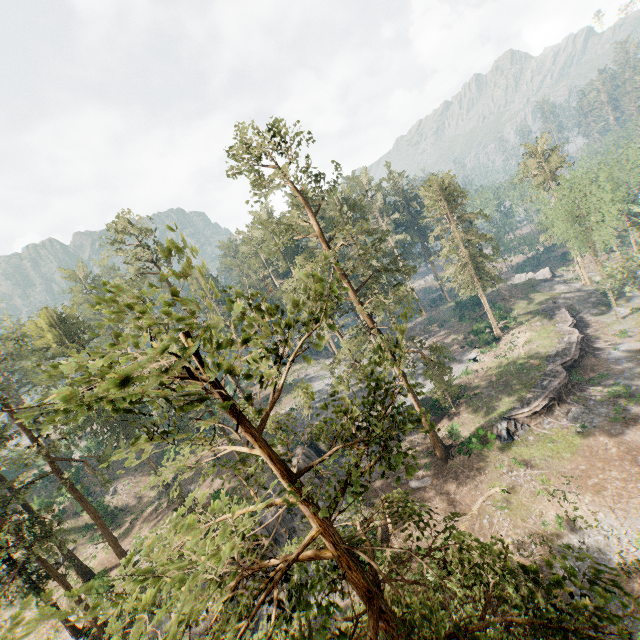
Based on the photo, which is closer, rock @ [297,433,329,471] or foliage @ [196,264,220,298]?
foliage @ [196,264,220,298]

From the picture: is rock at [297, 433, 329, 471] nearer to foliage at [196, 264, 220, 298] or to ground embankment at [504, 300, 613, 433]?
foliage at [196, 264, 220, 298]

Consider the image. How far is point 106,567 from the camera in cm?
2800

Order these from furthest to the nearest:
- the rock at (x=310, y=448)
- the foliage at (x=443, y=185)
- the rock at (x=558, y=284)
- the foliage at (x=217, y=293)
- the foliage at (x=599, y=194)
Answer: the rock at (x=558, y=284)
the foliage at (x=443, y=185)
the foliage at (x=599, y=194)
the rock at (x=310, y=448)
the foliage at (x=217, y=293)

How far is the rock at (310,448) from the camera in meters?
33.5

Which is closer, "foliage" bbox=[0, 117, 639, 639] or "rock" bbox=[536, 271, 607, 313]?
"foliage" bbox=[0, 117, 639, 639]

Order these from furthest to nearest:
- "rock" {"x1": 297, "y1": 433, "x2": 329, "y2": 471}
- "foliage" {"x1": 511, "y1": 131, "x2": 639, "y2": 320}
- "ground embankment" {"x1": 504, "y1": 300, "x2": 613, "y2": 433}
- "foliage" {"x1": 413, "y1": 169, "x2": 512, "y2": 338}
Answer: "foliage" {"x1": 413, "y1": 169, "x2": 512, "y2": 338}
"foliage" {"x1": 511, "y1": 131, "x2": 639, "y2": 320}
"rock" {"x1": 297, "y1": 433, "x2": 329, "y2": 471}
"ground embankment" {"x1": 504, "y1": 300, "x2": 613, "y2": 433}

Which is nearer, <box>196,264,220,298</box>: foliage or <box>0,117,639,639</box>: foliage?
<box>0,117,639,639</box>: foliage
